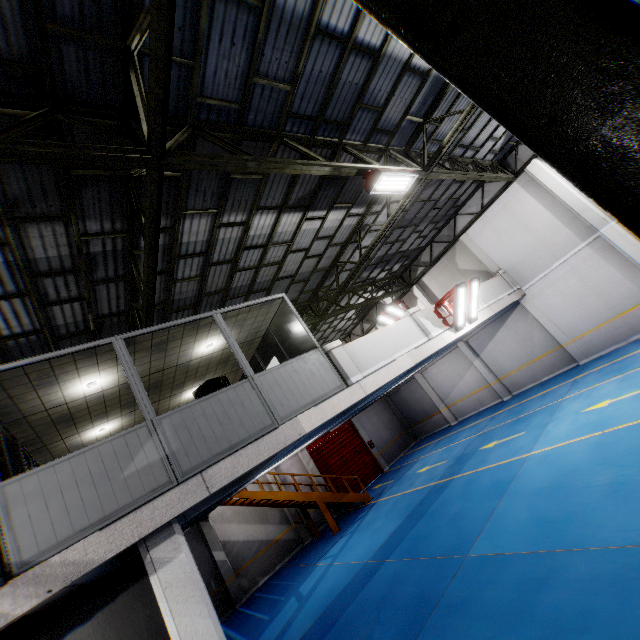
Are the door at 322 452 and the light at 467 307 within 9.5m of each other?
no

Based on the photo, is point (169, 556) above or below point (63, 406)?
below

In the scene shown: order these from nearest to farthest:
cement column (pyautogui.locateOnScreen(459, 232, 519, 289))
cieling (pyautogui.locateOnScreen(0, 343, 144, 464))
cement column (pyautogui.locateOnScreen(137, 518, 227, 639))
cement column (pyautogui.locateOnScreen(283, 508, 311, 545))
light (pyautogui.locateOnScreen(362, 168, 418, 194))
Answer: cement column (pyautogui.locateOnScreen(137, 518, 227, 639))
cieling (pyautogui.locateOnScreen(0, 343, 144, 464))
light (pyautogui.locateOnScreen(362, 168, 418, 194))
cement column (pyautogui.locateOnScreen(459, 232, 519, 289))
cement column (pyautogui.locateOnScreen(283, 508, 311, 545))

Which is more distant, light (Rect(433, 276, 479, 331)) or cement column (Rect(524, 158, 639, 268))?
cement column (Rect(524, 158, 639, 268))

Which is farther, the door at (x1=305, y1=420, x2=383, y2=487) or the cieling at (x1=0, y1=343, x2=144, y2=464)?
the door at (x1=305, y1=420, x2=383, y2=487)

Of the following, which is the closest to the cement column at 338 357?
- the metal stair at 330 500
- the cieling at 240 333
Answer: the cieling at 240 333

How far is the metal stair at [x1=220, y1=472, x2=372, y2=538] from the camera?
14.26m

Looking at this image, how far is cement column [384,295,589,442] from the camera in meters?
14.5
